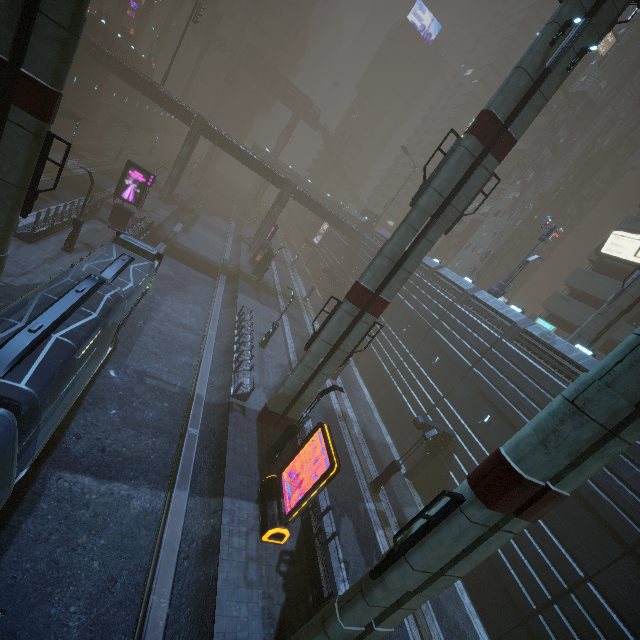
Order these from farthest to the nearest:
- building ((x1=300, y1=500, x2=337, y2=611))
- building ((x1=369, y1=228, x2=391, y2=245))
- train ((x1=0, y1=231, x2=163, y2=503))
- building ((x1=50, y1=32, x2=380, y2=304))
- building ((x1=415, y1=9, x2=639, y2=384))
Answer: building ((x1=369, y1=228, x2=391, y2=245)) < building ((x1=50, y1=32, x2=380, y2=304)) < building ((x1=415, y1=9, x2=639, y2=384)) < building ((x1=300, y1=500, x2=337, y2=611)) < train ((x1=0, y1=231, x2=163, y2=503))

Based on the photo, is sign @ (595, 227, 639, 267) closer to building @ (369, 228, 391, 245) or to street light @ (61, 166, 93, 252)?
building @ (369, 228, 391, 245)

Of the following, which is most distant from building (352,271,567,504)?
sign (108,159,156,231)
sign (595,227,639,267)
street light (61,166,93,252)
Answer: street light (61,166,93,252)

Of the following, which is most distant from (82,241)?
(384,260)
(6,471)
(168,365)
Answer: (384,260)

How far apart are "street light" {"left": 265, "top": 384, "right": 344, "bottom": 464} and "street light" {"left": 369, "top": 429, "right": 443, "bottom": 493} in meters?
6.7

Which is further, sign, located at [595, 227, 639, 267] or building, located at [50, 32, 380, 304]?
building, located at [50, 32, 380, 304]

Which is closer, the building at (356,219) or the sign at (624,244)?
the sign at (624,244)

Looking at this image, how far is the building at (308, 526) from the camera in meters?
12.3
